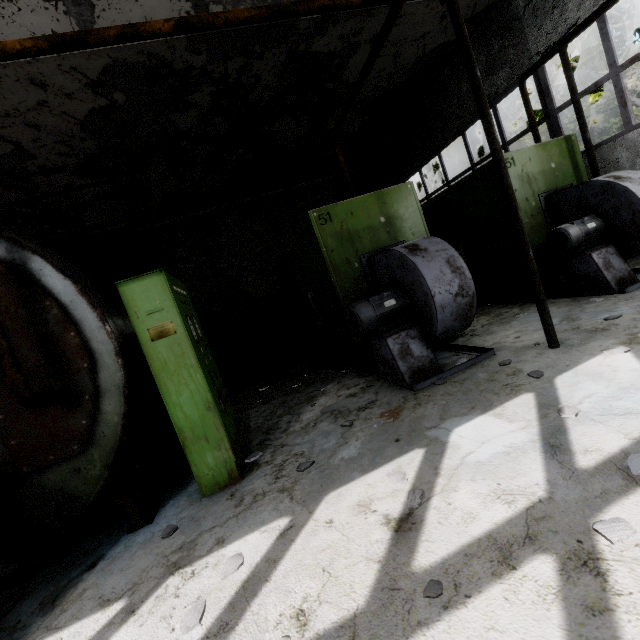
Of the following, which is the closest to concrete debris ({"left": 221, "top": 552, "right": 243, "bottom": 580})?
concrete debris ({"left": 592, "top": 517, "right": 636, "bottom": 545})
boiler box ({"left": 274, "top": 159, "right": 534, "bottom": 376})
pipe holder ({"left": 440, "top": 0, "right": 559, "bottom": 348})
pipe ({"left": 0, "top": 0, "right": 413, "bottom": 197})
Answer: concrete debris ({"left": 592, "top": 517, "right": 636, "bottom": 545})

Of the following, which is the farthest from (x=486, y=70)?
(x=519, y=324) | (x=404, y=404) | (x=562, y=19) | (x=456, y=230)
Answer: (x=404, y=404)

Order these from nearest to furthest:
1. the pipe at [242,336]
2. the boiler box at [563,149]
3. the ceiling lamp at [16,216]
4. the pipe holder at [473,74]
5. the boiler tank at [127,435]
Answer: the boiler tank at [127,435], the pipe holder at [473,74], the boiler box at [563,149], the ceiling lamp at [16,216], the pipe at [242,336]

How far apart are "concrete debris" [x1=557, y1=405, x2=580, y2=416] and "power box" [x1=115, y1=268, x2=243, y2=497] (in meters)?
3.17

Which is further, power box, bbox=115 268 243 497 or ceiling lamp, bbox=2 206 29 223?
ceiling lamp, bbox=2 206 29 223

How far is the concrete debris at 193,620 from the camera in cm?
195

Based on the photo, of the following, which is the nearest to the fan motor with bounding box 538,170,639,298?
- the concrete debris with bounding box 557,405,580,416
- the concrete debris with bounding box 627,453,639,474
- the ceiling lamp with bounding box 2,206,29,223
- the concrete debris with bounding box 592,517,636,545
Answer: the concrete debris with bounding box 557,405,580,416

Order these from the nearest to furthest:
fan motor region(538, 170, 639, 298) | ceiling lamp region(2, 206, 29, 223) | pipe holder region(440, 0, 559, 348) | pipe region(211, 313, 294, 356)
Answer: pipe holder region(440, 0, 559, 348) → fan motor region(538, 170, 639, 298) → ceiling lamp region(2, 206, 29, 223) → pipe region(211, 313, 294, 356)
